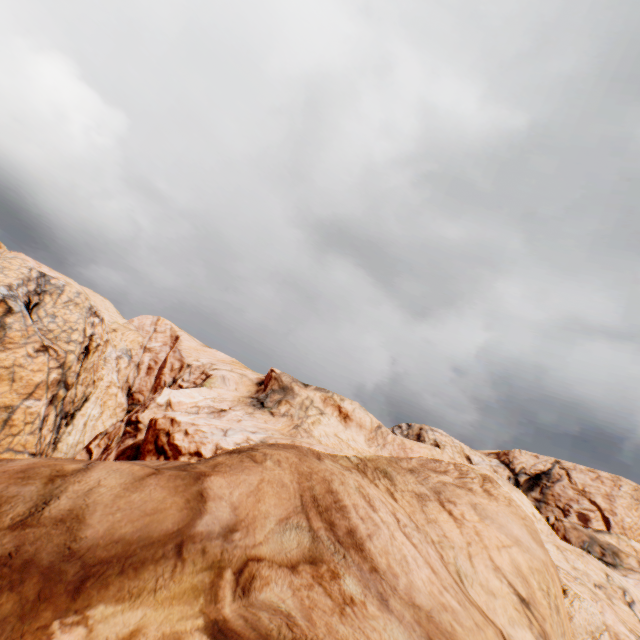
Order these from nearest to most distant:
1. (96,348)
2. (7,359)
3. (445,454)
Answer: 1. (7,359)
2. (96,348)
3. (445,454)
